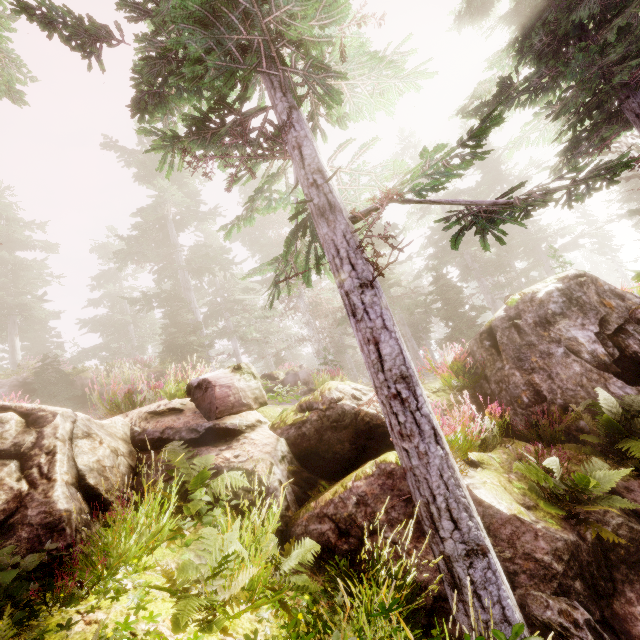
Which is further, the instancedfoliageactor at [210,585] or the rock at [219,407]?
the rock at [219,407]

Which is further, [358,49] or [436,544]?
[358,49]

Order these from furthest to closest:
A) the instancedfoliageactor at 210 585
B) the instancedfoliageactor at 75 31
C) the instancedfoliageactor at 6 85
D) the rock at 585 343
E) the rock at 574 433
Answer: the instancedfoliageactor at 6 85, the rock at 585 343, the rock at 574 433, the instancedfoliageactor at 75 31, the instancedfoliageactor at 210 585

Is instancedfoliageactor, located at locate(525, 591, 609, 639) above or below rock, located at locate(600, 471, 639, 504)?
below

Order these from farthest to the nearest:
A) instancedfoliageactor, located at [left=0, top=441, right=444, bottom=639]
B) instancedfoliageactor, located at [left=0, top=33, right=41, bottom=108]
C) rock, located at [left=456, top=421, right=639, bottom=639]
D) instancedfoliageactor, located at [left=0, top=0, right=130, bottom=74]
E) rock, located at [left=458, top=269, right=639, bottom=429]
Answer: instancedfoliageactor, located at [left=0, top=33, right=41, bottom=108] → rock, located at [left=458, top=269, right=639, bottom=429] → instancedfoliageactor, located at [left=0, top=0, right=130, bottom=74] → rock, located at [left=456, top=421, right=639, bottom=639] → instancedfoliageactor, located at [left=0, top=441, right=444, bottom=639]

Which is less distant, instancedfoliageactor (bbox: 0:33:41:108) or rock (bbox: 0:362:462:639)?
rock (bbox: 0:362:462:639)

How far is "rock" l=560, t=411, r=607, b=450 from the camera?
5.4m
